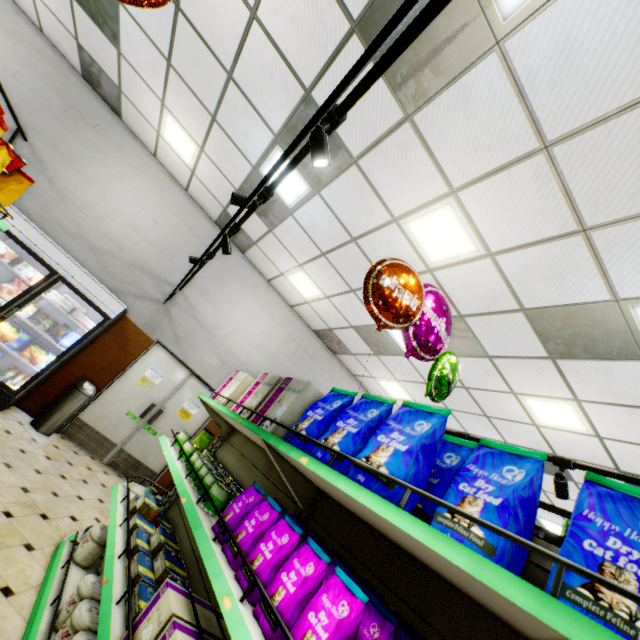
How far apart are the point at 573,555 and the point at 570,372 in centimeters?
416cm

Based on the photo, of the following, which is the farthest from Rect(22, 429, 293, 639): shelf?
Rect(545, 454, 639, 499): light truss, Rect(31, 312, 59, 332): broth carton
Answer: Rect(31, 312, 59, 332): broth carton

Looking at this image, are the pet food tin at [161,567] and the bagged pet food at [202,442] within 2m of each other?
yes

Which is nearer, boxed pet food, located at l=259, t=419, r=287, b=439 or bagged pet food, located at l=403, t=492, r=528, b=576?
bagged pet food, located at l=403, t=492, r=528, b=576

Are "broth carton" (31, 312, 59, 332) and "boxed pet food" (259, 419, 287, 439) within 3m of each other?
no

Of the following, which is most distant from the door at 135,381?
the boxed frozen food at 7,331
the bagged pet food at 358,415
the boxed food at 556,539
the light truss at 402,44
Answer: the bagged pet food at 358,415

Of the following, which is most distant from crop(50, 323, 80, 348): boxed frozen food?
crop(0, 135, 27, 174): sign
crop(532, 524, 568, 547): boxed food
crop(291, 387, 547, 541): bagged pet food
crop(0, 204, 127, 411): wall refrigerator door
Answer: crop(291, 387, 547, 541): bagged pet food

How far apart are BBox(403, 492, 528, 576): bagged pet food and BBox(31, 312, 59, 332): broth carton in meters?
5.2
